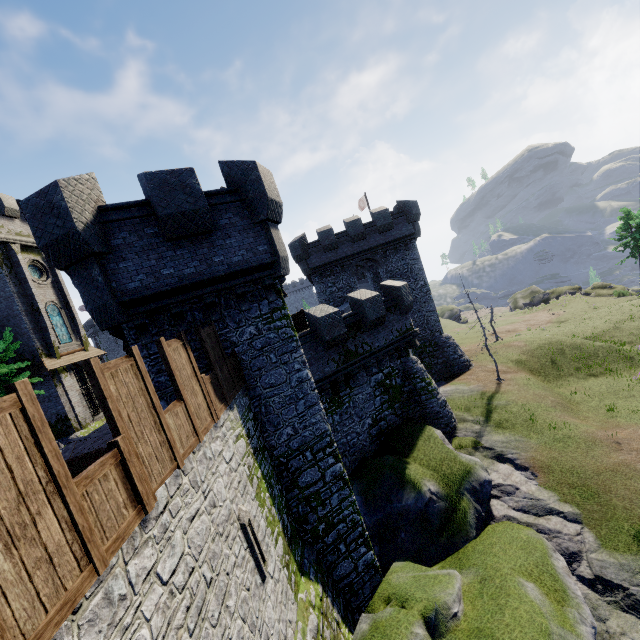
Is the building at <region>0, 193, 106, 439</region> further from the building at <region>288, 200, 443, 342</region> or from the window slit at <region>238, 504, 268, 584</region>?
the window slit at <region>238, 504, 268, 584</region>

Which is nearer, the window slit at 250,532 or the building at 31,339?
the window slit at 250,532

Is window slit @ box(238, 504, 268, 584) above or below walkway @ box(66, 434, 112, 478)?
below

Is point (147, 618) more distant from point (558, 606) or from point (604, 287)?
point (604, 287)

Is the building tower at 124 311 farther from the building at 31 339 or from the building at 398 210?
the building at 31 339

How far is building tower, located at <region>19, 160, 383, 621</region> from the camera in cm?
825

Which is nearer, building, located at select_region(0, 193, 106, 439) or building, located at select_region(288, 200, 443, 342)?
building, located at select_region(0, 193, 106, 439)

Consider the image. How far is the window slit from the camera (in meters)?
6.93
